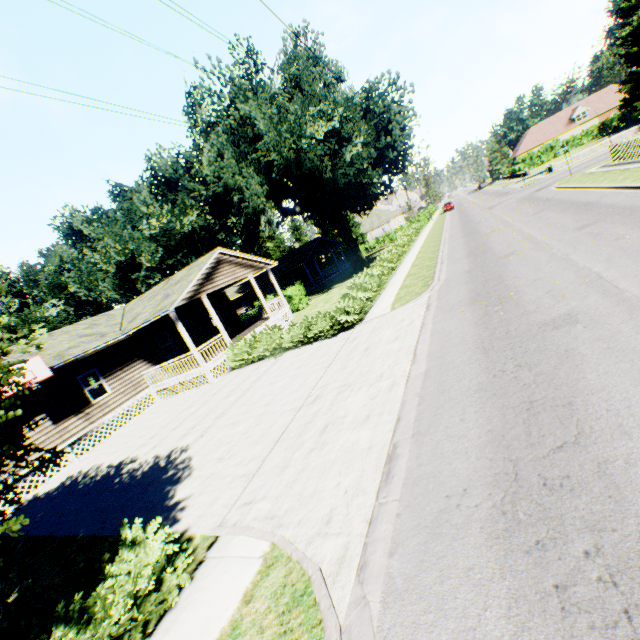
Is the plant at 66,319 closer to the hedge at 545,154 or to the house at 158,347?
the house at 158,347

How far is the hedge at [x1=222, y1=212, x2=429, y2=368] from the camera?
15.0m

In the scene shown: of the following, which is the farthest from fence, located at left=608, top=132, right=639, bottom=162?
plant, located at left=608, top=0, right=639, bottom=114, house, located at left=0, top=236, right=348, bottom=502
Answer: house, located at left=0, top=236, right=348, bottom=502

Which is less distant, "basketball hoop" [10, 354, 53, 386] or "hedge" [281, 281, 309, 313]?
"basketball hoop" [10, 354, 53, 386]

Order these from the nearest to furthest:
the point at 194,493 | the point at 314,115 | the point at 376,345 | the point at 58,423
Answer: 1. the point at 194,493
2. the point at 376,345
3. the point at 58,423
4. the point at 314,115

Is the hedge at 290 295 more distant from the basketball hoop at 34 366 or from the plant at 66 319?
the basketball hoop at 34 366

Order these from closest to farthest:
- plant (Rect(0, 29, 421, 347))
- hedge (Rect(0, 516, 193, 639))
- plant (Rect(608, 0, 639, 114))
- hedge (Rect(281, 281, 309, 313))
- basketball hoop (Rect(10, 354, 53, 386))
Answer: hedge (Rect(0, 516, 193, 639)), basketball hoop (Rect(10, 354, 53, 386)), plant (Rect(0, 29, 421, 347)), hedge (Rect(281, 281, 309, 313)), plant (Rect(608, 0, 639, 114))

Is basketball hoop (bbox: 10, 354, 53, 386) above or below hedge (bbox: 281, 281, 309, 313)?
above
